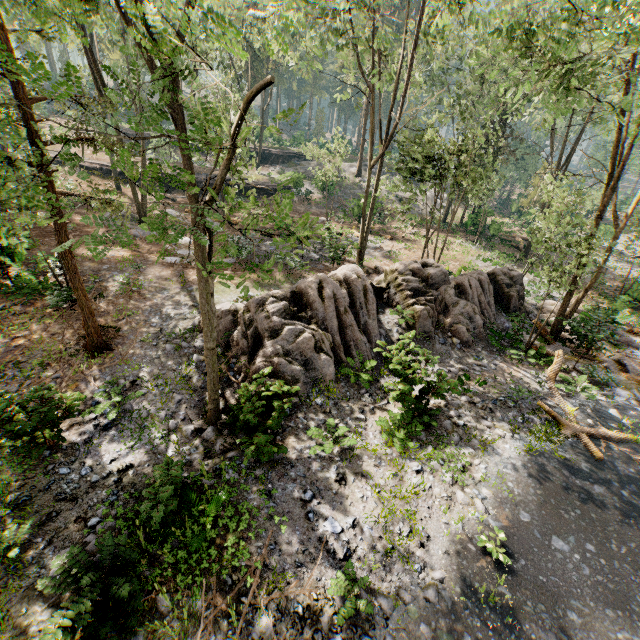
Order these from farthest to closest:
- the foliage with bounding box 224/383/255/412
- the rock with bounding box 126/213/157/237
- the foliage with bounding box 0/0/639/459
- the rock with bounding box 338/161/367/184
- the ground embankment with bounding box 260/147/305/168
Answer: the ground embankment with bounding box 260/147/305/168, the rock with bounding box 338/161/367/184, the rock with bounding box 126/213/157/237, the foliage with bounding box 224/383/255/412, the foliage with bounding box 0/0/639/459

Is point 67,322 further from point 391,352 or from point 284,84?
point 284,84

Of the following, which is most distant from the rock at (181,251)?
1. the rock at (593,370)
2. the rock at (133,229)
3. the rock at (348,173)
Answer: the rock at (348,173)

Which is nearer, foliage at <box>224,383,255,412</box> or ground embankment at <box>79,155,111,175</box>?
foliage at <box>224,383,255,412</box>

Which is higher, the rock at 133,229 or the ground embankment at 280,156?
the ground embankment at 280,156

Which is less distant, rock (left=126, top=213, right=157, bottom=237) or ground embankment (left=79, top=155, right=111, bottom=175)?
rock (left=126, top=213, right=157, bottom=237)

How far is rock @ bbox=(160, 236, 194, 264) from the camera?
18.3m

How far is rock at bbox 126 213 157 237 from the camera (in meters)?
20.94
